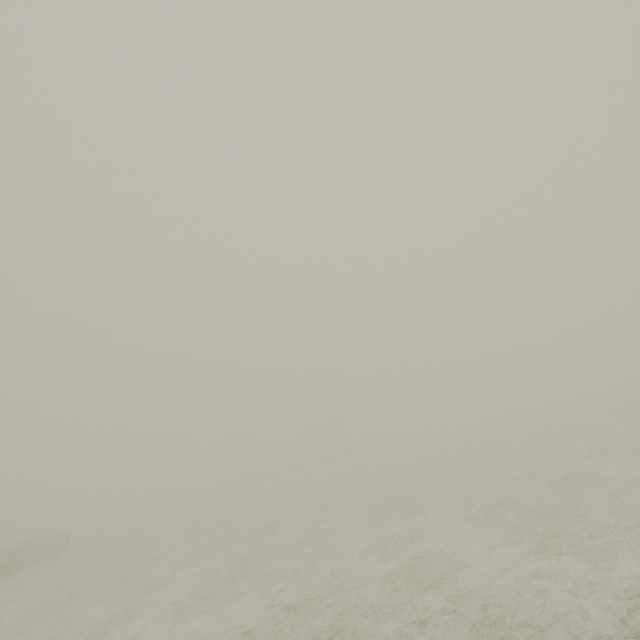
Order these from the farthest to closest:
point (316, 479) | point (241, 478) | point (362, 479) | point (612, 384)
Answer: point (241, 478)
point (612, 384)
point (316, 479)
point (362, 479)
